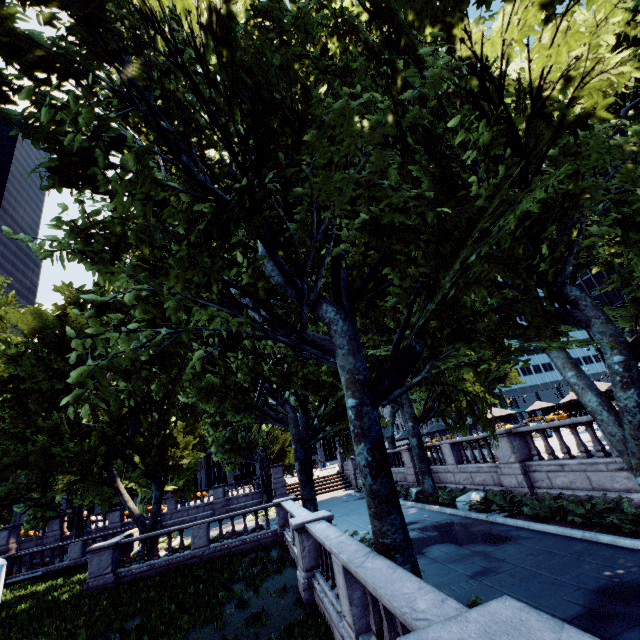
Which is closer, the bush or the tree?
the tree

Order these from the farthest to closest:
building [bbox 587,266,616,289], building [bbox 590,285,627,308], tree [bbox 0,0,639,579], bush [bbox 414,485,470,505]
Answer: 1. building [bbox 587,266,616,289]
2. building [bbox 590,285,627,308]
3. bush [bbox 414,485,470,505]
4. tree [bbox 0,0,639,579]

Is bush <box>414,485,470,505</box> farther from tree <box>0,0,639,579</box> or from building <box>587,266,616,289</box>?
building <box>587,266,616,289</box>

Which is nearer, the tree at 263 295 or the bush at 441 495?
the tree at 263 295

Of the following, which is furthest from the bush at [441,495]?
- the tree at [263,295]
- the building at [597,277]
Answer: the building at [597,277]

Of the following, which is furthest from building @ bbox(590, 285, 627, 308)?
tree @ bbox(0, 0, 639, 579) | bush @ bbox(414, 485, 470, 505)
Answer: bush @ bbox(414, 485, 470, 505)

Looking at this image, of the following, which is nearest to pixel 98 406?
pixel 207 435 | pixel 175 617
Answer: pixel 207 435

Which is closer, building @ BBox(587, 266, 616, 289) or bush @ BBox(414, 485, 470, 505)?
bush @ BBox(414, 485, 470, 505)
